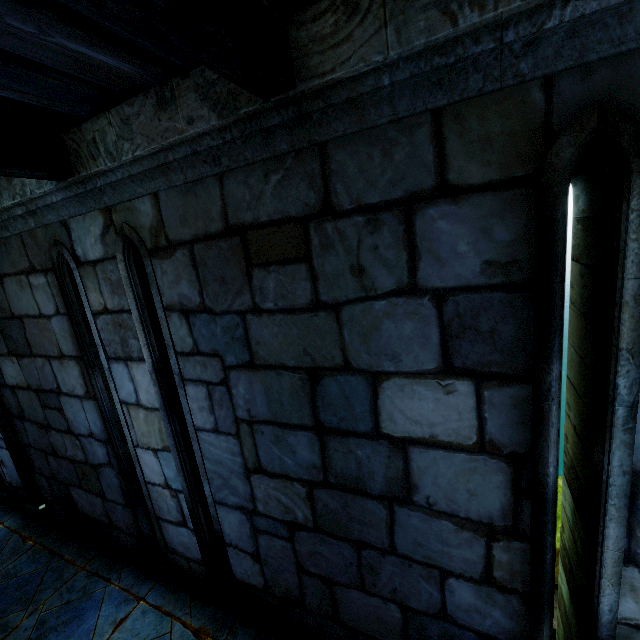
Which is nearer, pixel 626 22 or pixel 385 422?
pixel 626 22
